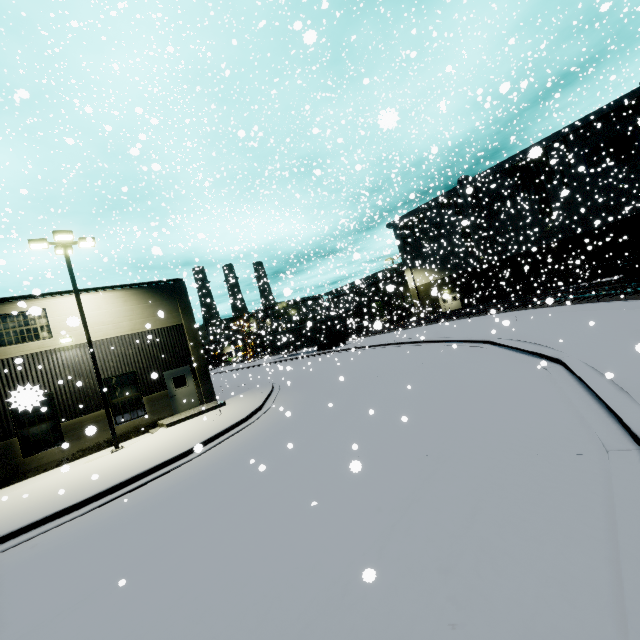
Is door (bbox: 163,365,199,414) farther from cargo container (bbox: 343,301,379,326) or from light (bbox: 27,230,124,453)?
cargo container (bbox: 343,301,379,326)

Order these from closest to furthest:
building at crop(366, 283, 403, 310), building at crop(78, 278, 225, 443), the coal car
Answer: building at crop(78, 278, 225, 443) → the coal car → building at crop(366, 283, 403, 310)

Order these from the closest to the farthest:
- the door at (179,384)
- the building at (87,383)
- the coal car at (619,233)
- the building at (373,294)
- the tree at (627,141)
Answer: the building at (87,383)
the door at (179,384)
the coal car at (619,233)
the tree at (627,141)
the building at (373,294)

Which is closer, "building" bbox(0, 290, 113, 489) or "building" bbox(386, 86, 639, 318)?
"building" bbox(0, 290, 113, 489)

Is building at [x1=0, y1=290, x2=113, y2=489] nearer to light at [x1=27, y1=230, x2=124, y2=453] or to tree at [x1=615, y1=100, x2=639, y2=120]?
tree at [x1=615, y1=100, x2=639, y2=120]

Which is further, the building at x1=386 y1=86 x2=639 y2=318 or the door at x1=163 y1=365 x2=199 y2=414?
the building at x1=386 y1=86 x2=639 y2=318

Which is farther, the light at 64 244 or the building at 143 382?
the building at 143 382

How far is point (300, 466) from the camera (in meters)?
7.58
